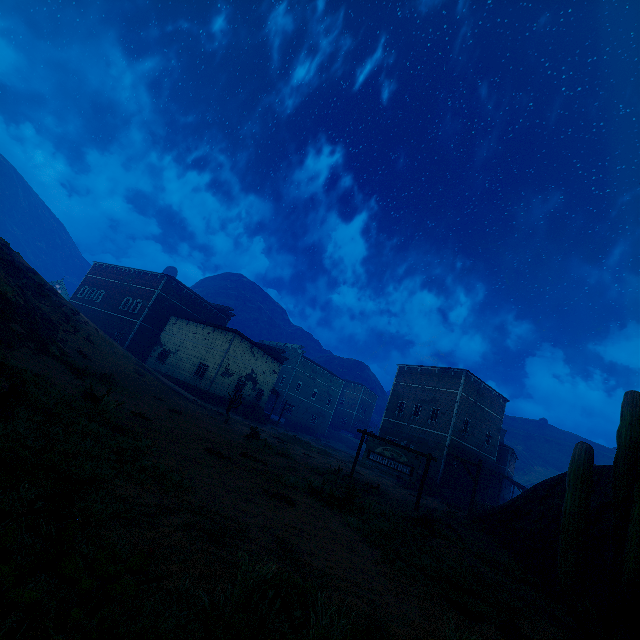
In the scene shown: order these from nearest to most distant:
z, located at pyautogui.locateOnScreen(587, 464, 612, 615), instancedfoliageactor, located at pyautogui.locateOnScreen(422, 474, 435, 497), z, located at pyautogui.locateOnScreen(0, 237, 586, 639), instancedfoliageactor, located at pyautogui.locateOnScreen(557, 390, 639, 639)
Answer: z, located at pyautogui.locateOnScreen(0, 237, 586, 639) → instancedfoliageactor, located at pyautogui.locateOnScreen(557, 390, 639, 639) → z, located at pyautogui.locateOnScreen(587, 464, 612, 615) → instancedfoliageactor, located at pyautogui.locateOnScreen(422, 474, 435, 497)

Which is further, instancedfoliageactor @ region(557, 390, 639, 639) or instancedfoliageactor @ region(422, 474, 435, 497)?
instancedfoliageactor @ region(422, 474, 435, 497)

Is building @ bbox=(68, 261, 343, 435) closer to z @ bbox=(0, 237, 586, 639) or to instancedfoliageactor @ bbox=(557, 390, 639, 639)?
z @ bbox=(0, 237, 586, 639)

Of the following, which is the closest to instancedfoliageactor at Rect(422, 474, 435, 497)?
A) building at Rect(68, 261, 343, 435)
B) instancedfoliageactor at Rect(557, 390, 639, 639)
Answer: building at Rect(68, 261, 343, 435)

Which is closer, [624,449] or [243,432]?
[624,449]

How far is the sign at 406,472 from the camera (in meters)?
13.05

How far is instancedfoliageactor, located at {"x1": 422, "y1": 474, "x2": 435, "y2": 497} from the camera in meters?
23.0 m

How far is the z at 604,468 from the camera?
6.4 meters
